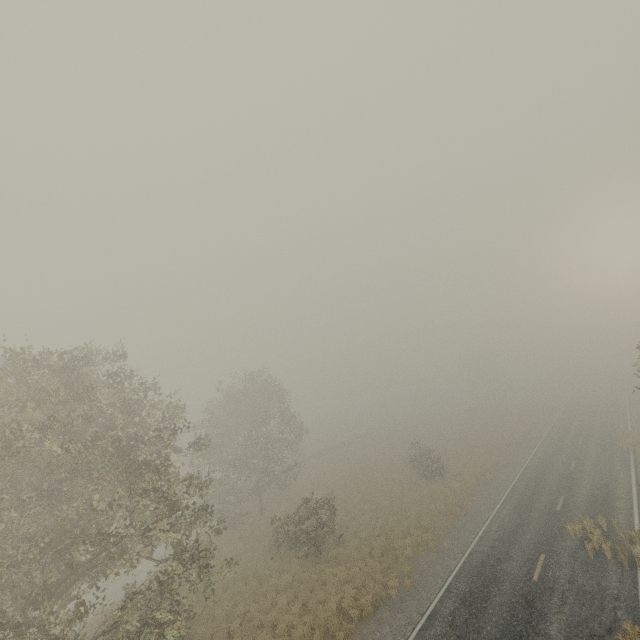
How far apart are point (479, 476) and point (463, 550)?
10.60m
